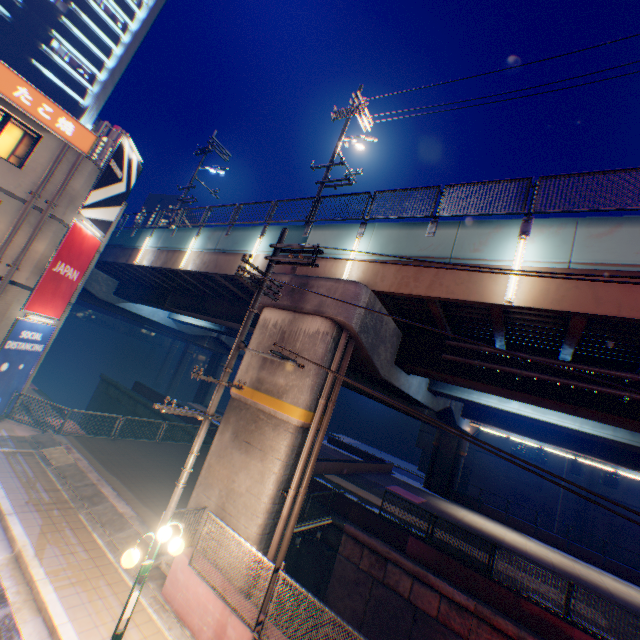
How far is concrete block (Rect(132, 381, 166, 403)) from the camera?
27.46m

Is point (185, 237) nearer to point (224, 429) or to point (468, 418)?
point (224, 429)

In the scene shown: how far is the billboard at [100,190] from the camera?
14.6 meters

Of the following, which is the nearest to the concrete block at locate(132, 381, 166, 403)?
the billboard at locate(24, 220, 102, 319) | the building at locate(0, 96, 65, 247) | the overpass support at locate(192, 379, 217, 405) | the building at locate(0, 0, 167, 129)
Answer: the building at locate(0, 96, 65, 247)

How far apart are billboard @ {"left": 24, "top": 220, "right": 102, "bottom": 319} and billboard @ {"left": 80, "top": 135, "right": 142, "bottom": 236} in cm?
17

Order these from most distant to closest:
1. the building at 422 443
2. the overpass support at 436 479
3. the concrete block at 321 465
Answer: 1. the building at 422 443
2. the concrete block at 321 465
3. the overpass support at 436 479

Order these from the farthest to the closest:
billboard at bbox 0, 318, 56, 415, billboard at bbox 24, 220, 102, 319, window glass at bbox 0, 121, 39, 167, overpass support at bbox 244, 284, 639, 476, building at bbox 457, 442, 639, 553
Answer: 1. building at bbox 457, 442, 639, 553
2. billboard at bbox 24, 220, 102, 319
3. billboard at bbox 0, 318, 56, 415
4. window glass at bbox 0, 121, 39, 167
5. overpass support at bbox 244, 284, 639, 476

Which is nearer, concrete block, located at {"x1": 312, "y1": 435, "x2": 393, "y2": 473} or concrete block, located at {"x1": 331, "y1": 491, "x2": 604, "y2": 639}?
concrete block, located at {"x1": 331, "y1": 491, "x2": 604, "y2": 639}
